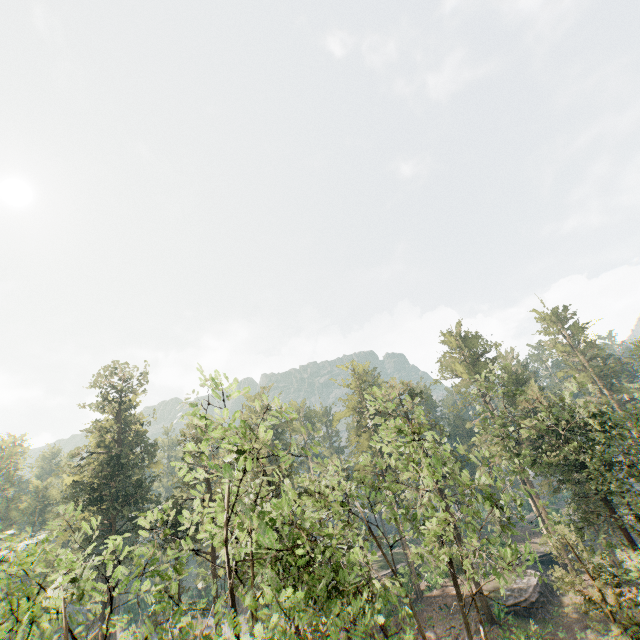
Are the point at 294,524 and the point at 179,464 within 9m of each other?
yes

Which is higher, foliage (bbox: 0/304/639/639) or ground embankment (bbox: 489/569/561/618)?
foliage (bbox: 0/304/639/639)

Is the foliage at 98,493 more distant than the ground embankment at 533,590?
No

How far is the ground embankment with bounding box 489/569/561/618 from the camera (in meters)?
33.69

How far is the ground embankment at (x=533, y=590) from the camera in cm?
3369

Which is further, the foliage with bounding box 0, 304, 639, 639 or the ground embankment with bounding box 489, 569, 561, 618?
the ground embankment with bounding box 489, 569, 561, 618
